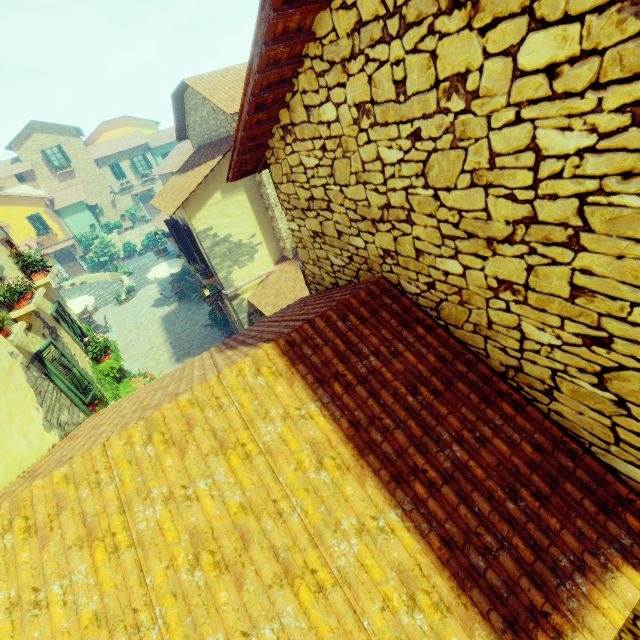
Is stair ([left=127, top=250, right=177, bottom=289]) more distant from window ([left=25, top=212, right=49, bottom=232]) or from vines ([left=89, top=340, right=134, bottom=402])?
vines ([left=89, top=340, right=134, bottom=402])

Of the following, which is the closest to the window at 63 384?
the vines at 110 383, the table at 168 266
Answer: the vines at 110 383

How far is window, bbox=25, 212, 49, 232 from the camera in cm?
2900

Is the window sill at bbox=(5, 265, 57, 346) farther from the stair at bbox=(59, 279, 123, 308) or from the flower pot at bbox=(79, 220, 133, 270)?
the flower pot at bbox=(79, 220, 133, 270)

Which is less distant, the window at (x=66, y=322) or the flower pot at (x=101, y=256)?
the window at (x=66, y=322)

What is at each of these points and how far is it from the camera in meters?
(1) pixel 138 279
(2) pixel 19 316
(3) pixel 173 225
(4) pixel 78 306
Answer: (1) stair, 28.2 m
(2) window sill, 7.1 m
(3) window, 13.6 m
(4) table, 19.6 m

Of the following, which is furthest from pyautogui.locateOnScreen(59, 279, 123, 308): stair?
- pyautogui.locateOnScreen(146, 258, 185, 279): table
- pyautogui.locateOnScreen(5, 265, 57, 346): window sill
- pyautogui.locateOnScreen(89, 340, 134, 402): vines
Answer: pyautogui.locateOnScreen(5, 265, 57, 346): window sill
